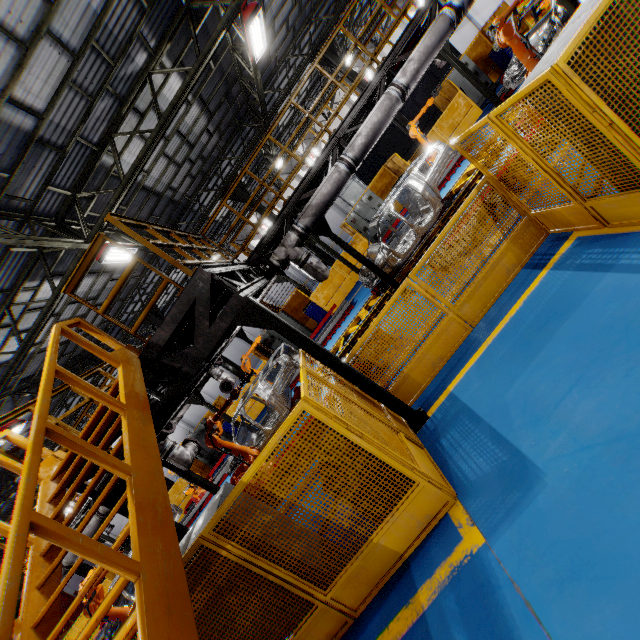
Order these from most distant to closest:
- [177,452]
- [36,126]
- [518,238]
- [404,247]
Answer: [404,247] < [177,452] < [36,126] < [518,238]

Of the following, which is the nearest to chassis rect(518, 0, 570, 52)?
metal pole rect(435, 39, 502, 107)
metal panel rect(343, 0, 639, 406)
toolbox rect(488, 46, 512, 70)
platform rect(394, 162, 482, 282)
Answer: platform rect(394, 162, 482, 282)

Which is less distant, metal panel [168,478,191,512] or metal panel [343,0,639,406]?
metal panel [343,0,639,406]

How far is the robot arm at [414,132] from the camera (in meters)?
12.41

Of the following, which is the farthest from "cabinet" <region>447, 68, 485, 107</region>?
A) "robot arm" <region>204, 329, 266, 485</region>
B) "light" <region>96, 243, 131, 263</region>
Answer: "robot arm" <region>204, 329, 266, 485</region>

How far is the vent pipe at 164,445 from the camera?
8.6 meters

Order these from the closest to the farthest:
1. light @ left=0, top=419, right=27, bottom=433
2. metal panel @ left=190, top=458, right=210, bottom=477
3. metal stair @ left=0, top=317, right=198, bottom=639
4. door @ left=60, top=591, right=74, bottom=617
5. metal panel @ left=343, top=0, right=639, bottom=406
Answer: metal stair @ left=0, top=317, right=198, bottom=639 → metal panel @ left=343, top=0, right=639, bottom=406 → light @ left=0, top=419, right=27, bottom=433 → metal panel @ left=190, top=458, right=210, bottom=477 → door @ left=60, top=591, right=74, bottom=617

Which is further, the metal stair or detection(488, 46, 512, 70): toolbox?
detection(488, 46, 512, 70): toolbox
